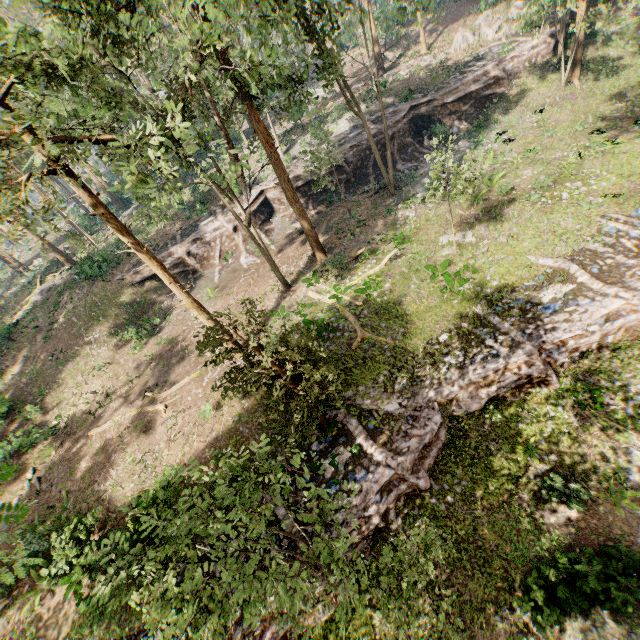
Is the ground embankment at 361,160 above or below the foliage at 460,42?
below

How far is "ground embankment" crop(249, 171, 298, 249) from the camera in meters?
30.2

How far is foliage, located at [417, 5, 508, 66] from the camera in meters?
33.9 m

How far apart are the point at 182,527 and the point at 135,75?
17.30m

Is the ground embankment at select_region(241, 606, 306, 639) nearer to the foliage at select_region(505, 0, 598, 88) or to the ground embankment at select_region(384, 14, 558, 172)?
the foliage at select_region(505, 0, 598, 88)

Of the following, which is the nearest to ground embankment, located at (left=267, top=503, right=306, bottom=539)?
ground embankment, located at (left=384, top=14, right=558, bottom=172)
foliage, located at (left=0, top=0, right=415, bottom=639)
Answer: foliage, located at (left=0, top=0, right=415, bottom=639)

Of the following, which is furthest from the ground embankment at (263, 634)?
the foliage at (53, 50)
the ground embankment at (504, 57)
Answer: the ground embankment at (504, 57)

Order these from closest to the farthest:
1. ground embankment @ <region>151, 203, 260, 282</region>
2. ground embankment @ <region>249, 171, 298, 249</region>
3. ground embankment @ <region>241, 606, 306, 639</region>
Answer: ground embankment @ <region>241, 606, 306, 639</region> → ground embankment @ <region>151, 203, 260, 282</region> → ground embankment @ <region>249, 171, 298, 249</region>
